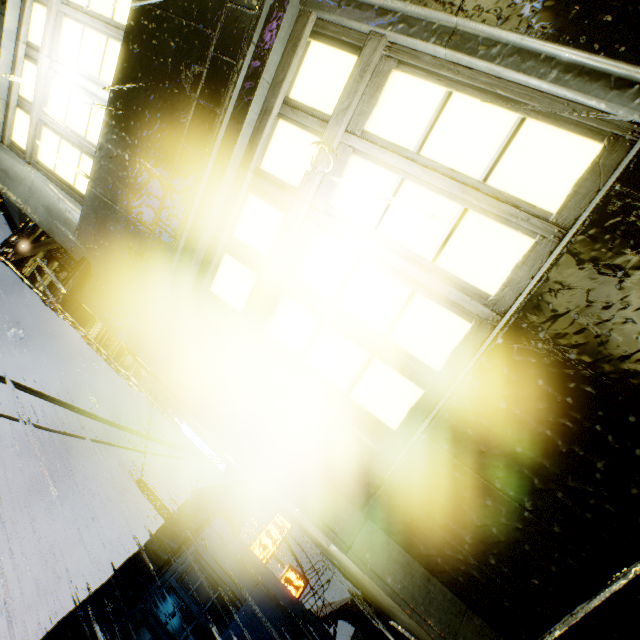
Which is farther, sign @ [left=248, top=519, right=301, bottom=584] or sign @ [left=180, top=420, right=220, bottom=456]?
sign @ [left=248, top=519, right=301, bottom=584]

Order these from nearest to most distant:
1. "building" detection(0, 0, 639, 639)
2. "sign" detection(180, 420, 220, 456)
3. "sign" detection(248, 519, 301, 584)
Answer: "building" detection(0, 0, 639, 639) → "sign" detection(180, 420, 220, 456) → "sign" detection(248, 519, 301, 584)

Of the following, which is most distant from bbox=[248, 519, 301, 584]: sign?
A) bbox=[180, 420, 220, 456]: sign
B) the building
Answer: bbox=[180, 420, 220, 456]: sign

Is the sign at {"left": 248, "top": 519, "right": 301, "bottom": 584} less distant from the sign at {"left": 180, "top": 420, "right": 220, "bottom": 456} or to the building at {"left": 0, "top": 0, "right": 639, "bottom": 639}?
the building at {"left": 0, "top": 0, "right": 639, "bottom": 639}

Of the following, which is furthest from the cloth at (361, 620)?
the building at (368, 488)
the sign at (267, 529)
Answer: the sign at (267, 529)

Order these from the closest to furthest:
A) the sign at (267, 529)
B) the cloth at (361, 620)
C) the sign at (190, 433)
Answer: the sign at (190, 433) → the cloth at (361, 620) → the sign at (267, 529)

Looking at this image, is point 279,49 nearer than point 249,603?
Yes
